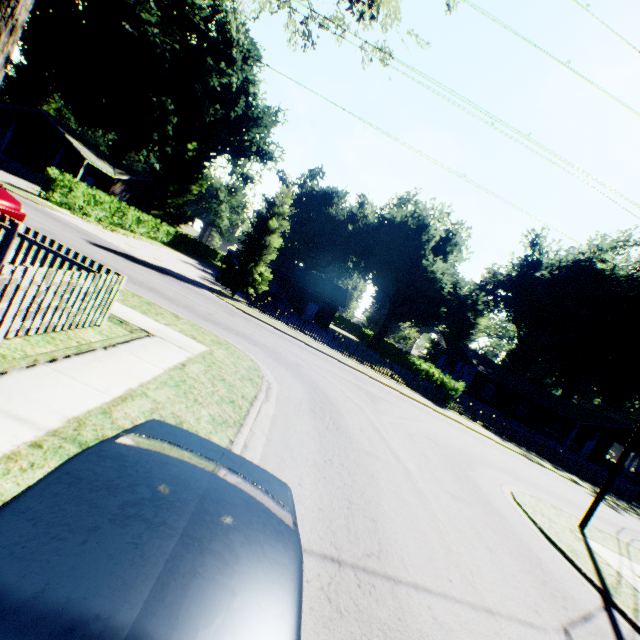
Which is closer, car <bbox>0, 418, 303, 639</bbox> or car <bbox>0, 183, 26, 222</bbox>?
car <bbox>0, 418, 303, 639</bbox>

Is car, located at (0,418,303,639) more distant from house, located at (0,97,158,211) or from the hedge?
house, located at (0,97,158,211)

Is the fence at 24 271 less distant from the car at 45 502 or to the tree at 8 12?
the tree at 8 12

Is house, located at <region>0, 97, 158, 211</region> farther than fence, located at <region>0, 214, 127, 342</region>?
Yes

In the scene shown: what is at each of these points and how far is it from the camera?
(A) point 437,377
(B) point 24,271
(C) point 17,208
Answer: (A) hedge, 25.8 meters
(B) fence, 4.8 meters
(C) car, 11.4 meters

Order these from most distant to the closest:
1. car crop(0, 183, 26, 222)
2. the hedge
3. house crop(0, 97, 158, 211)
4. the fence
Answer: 1. house crop(0, 97, 158, 211)
2. the hedge
3. car crop(0, 183, 26, 222)
4. the fence

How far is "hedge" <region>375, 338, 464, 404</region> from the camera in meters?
24.9

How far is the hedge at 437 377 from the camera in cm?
2489
